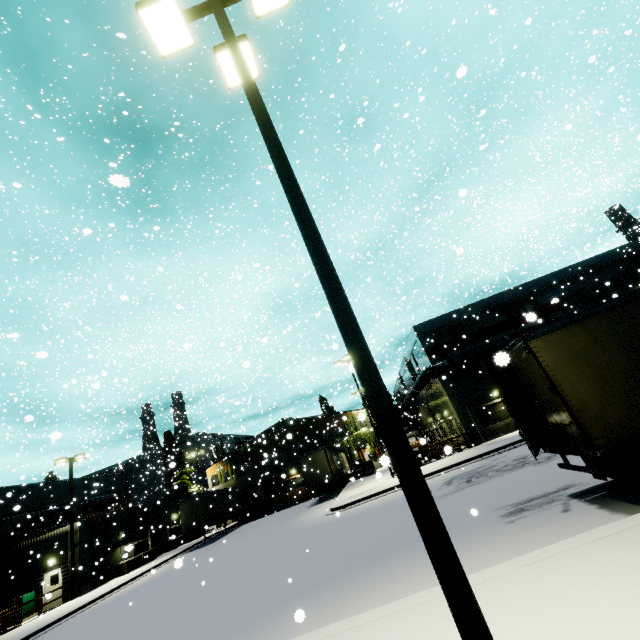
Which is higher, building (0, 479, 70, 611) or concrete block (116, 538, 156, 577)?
building (0, 479, 70, 611)

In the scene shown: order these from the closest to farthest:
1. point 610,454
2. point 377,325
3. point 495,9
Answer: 1. point 610,454
2. point 495,9
3. point 377,325

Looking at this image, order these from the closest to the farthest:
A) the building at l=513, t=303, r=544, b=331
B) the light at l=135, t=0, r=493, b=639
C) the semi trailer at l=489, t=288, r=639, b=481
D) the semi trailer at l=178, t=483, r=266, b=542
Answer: the light at l=135, t=0, r=493, b=639, the building at l=513, t=303, r=544, b=331, the semi trailer at l=489, t=288, r=639, b=481, the semi trailer at l=178, t=483, r=266, b=542

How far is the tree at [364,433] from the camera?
41.9 meters

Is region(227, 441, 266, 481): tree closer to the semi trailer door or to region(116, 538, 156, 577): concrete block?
region(116, 538, 156, 577): concrete block

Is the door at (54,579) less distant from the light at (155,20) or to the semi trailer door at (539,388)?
the light at (155,20)

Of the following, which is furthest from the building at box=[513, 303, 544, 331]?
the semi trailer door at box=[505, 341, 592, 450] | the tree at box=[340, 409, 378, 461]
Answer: the semi trailer door at box=[505, 341, 592, 450]

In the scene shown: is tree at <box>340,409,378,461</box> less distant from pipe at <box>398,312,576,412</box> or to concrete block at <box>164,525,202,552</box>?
pipe at <box>398,312,576,412</box>
